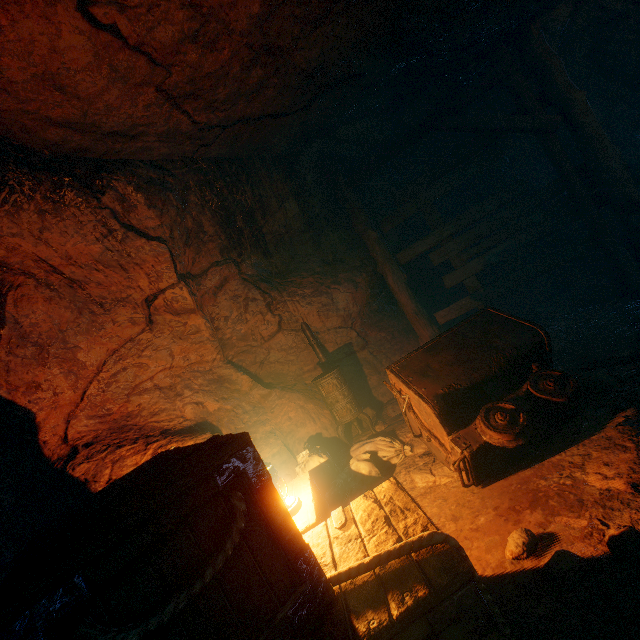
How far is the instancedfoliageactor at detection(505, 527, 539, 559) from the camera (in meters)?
2.12

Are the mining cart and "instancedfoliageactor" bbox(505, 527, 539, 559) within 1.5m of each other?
yes

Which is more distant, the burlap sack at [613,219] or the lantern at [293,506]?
the burlap sack at [613,219]

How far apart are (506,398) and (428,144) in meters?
5.7

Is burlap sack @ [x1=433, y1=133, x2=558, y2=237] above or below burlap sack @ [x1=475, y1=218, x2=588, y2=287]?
above

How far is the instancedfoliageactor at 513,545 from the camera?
2.1 meters

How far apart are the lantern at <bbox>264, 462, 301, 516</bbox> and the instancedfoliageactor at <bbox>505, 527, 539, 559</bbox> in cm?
165

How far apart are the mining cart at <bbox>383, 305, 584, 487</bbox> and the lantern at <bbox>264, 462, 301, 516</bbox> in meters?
1.4
